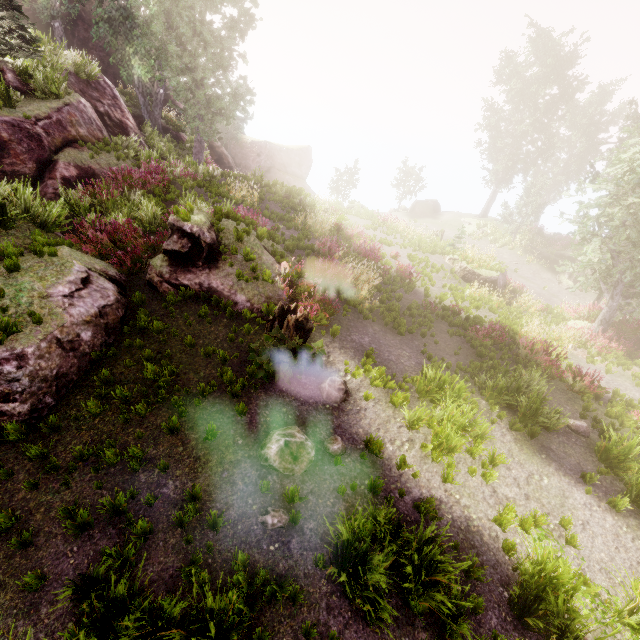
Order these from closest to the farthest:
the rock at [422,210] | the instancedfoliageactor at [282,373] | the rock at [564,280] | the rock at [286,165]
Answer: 1. the instancedfoliageactor at [282,373]
2. the rock at [564,280]
3. the rock at [286,165]
4. the rock at [422,210]

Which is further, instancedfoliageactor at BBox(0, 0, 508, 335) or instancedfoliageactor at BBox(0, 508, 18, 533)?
instancedfoliageactor at BBox(0, 0, 508, 335)

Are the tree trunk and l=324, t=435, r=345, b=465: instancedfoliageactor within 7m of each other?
yes

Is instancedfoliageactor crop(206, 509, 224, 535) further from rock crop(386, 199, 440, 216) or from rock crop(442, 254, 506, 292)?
rock crop(442, 254, 506, 292)

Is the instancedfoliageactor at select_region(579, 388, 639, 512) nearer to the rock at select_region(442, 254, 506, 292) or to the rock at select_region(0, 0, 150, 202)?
the rock at select_region(0, 0, 150, 202)

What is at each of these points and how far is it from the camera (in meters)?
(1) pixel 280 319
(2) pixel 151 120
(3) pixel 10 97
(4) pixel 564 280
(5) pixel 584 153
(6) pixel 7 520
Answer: (1) tree trunk, 7.91
(2) instancedfoliageactor, 23.31
(3) instancedfoliageactor, 11.67
(4) rock, 23.78
(5) instancedfoliageactor, 33.34
(6) instancedfoliageactor, 4.49

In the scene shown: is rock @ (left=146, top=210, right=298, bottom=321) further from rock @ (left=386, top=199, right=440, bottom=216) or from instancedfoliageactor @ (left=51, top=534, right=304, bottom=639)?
rock @ (left=386, top=199, right=440, bottom=216)

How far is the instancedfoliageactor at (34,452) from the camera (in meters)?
5.20
